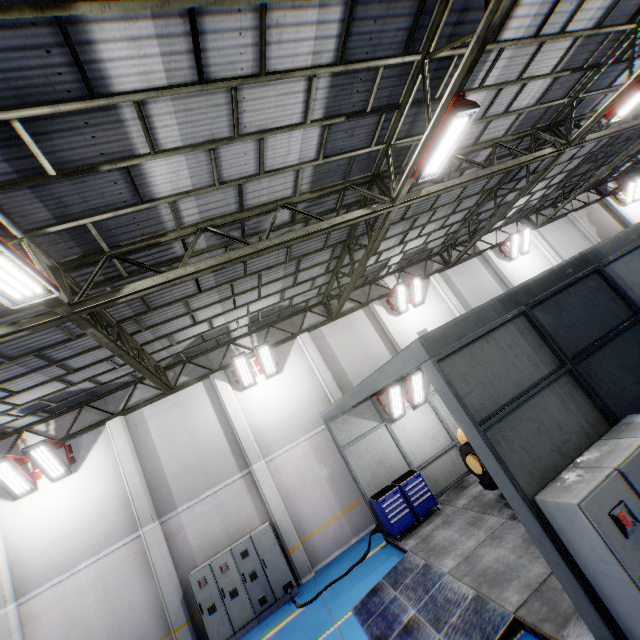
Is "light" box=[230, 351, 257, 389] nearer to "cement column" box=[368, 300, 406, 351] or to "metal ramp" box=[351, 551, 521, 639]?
"cement column" box=[368, 300, 406, 351]

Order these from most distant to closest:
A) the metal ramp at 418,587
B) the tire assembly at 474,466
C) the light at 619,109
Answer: the light at 619,109
the tire assembly at 474,466
the metal ramp at 418,587

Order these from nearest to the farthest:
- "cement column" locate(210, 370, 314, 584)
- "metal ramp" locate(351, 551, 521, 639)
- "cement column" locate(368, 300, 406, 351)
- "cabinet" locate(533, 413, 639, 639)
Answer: "cabinet" locate(533, 413, 639, 639) < "metal ramp" locate(351, 551, 521, 639) < "cement column" locate(210, 370, 314, 584) < "cement column" locate(368, 300, 406, 351)

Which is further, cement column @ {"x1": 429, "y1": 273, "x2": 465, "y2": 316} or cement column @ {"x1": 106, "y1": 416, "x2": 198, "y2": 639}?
cement column @ {"x1": 429, "y1": 273, "x2": 465, "y2": 316}

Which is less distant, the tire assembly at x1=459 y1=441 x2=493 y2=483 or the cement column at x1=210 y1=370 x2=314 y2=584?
the tire assembly at x1=459 y1=441 x2=493 y2=483

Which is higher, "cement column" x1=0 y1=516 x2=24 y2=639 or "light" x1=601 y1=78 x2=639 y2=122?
"light" x1=601 y1=78 x2=639 y2=122

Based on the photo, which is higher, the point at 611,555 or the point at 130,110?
the point at 130,110

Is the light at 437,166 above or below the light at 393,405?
above
